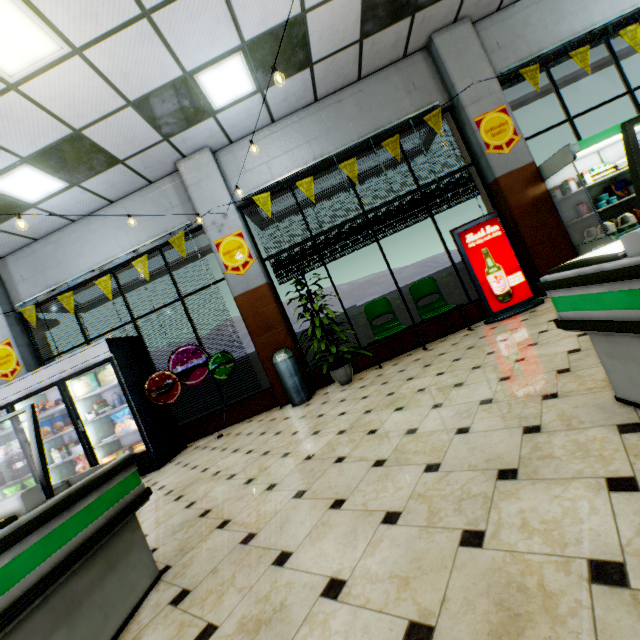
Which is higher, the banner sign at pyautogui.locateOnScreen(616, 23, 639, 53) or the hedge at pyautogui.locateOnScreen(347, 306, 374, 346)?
the banner sign at pyautogui.locateOnScreen(616, 23, 639, 53)

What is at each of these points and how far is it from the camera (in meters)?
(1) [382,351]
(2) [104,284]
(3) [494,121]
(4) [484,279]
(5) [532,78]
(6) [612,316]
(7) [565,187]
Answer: (1) building, 5.98
(2) banner sign, 6.16
(3) sign, 5.54
(4) sign, 5.25
(5) banner sign, 5.47
(6) meat refrigerator, 1.50
(7) broth carton, 5.22

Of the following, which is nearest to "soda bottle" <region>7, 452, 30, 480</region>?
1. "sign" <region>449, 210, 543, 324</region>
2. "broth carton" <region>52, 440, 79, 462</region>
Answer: "broth carton" <region>52, 440, 79, 462</region>

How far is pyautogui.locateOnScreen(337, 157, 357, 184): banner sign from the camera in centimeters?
574cm

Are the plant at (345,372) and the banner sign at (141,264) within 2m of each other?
no

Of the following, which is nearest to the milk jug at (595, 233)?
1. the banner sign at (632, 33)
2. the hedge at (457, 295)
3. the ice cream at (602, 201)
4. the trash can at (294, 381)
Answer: the ice cream at (602, 201)

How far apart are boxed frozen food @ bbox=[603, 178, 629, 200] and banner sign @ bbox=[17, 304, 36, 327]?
10.6 meters

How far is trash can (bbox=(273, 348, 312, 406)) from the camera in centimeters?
540cm
